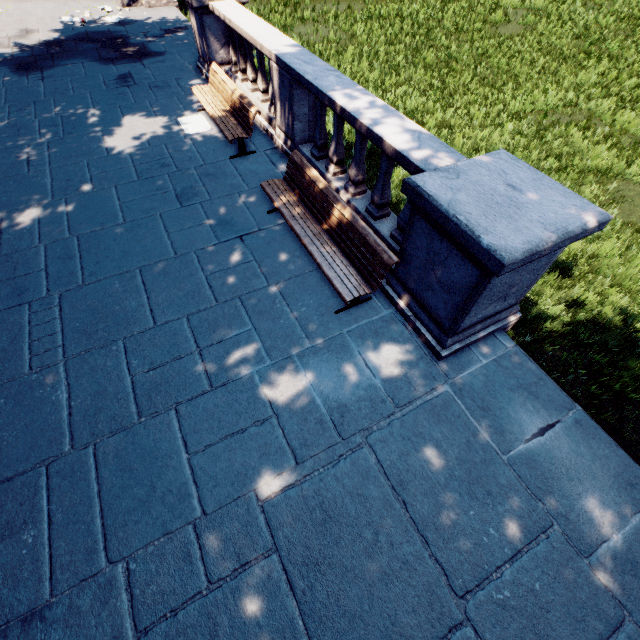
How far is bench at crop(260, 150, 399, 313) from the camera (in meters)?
4.18

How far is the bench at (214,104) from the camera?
6.5m

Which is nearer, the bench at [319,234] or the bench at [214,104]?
the bench at [319,234]

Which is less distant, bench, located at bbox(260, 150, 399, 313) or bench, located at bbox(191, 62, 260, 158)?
bench, located at bbox(260, 150, 399, 313)

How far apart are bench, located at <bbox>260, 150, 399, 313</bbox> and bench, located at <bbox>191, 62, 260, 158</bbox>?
1.7 meters

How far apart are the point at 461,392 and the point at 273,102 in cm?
728

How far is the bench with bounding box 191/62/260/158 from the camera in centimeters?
654cm
